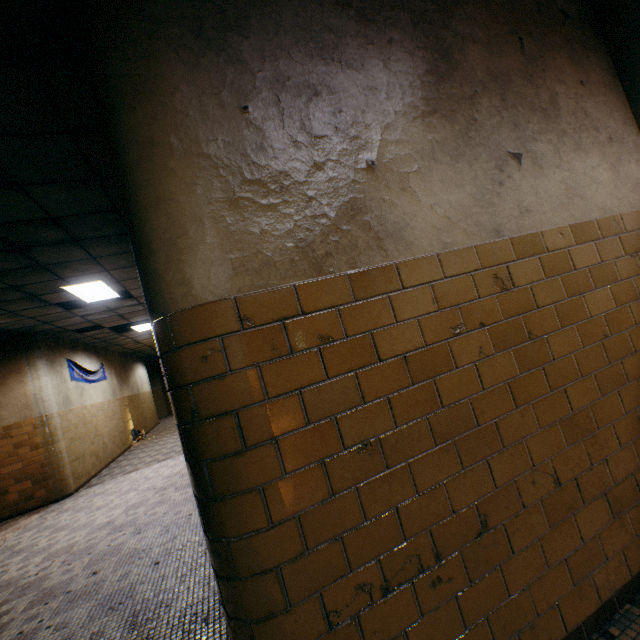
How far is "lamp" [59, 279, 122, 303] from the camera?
5.9m

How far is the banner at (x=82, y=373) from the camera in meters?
9.1 m

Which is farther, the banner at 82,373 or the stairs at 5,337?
the banner at 82,373

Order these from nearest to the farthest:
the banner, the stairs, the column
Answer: the column < the stairs < the banner

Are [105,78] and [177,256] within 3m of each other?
yes

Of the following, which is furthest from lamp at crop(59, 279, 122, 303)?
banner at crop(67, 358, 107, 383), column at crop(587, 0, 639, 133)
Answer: column at crop(587, 0, 639, 133)

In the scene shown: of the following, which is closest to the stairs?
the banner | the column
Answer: the banner
